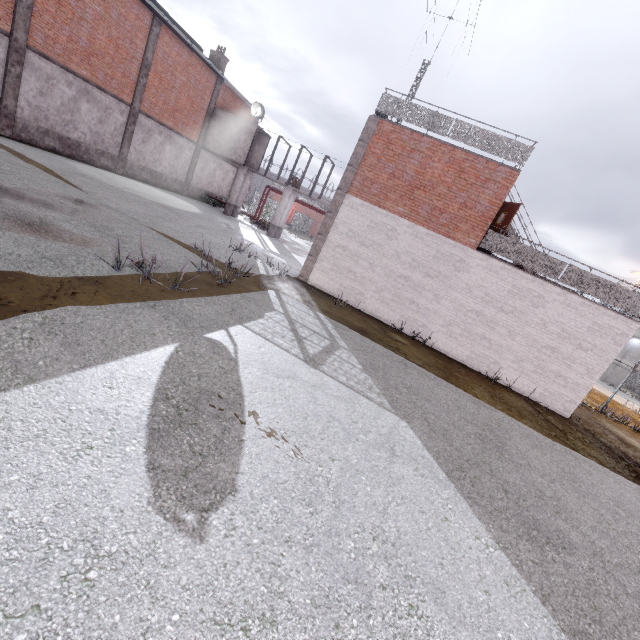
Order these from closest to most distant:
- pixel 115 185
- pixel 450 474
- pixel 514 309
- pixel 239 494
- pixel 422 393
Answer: pixel 239 494 < pixel 450 474 < pixel 422 393 < pixel 514 309 < pixel 115 185

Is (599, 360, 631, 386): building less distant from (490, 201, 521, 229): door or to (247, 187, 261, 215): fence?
(247, 187, 261, 215): fence

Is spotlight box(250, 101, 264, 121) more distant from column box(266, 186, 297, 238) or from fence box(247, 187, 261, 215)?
fence box(247, 187, 261, 215)

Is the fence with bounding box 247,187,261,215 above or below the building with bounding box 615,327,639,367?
below

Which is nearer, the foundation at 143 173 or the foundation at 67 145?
the foundation at 67 145

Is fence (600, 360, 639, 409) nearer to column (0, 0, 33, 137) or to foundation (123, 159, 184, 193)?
foundation (123, 159, 184, 193)

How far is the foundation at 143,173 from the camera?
21.1m

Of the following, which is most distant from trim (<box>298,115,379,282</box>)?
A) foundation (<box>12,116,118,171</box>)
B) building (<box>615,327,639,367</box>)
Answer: building (<box>615,327,639,367</box>)
